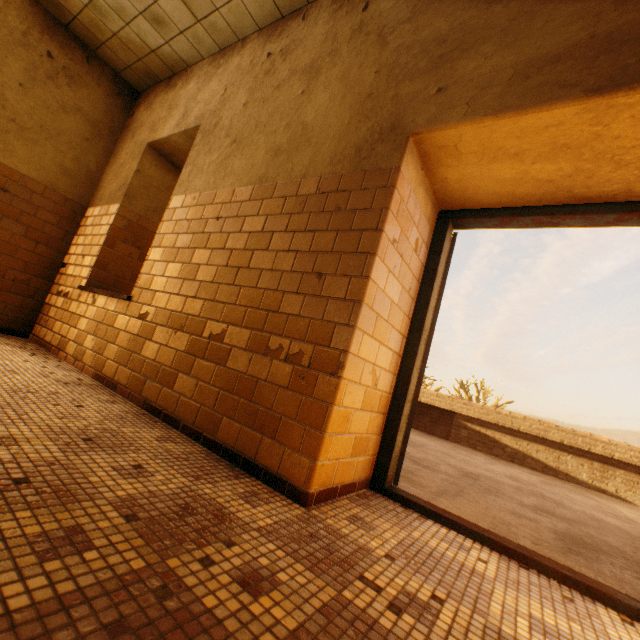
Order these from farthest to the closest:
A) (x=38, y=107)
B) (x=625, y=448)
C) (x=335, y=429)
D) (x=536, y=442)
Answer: (x=536, y=442) → (x=625, y=448) → (x=38, y=107) → (x=335, y=429)
